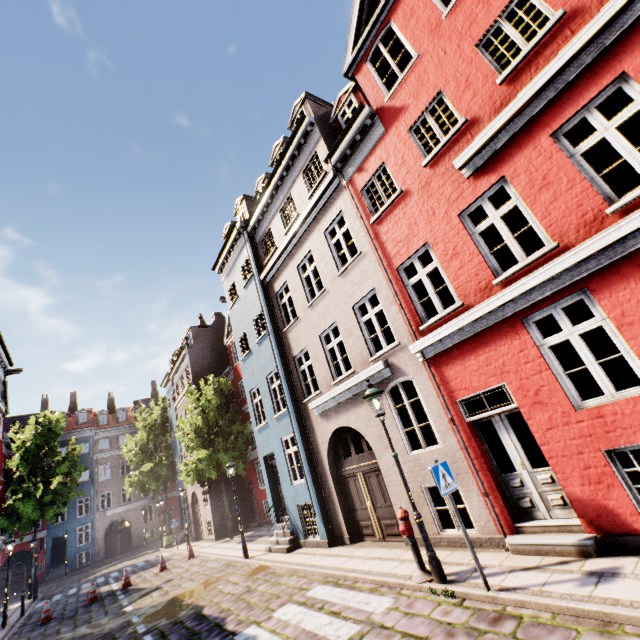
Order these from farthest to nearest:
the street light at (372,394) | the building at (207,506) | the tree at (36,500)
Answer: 1. the tree at (36,500)
2. the building at (207,506)
3. the street light at (372,394)

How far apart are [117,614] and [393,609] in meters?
11.5

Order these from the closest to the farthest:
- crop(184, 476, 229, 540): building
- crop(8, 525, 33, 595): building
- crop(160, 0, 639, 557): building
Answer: crop(160, 0, 639, 557): building
crop(184, 476, 229, 540): building
crop(8, 525, 33, 595): building

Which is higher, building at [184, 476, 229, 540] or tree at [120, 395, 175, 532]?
tree at [120, 395, 175, 532]

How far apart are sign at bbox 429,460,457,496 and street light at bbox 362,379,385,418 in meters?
1.0 m

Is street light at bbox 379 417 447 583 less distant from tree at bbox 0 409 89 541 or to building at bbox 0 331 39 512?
building at bbox 0 331 39 512

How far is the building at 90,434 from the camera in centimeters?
3238cm

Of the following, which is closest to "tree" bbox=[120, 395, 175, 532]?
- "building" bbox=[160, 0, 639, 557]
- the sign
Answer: "building" bbox=[160, 0, 639, 557]
